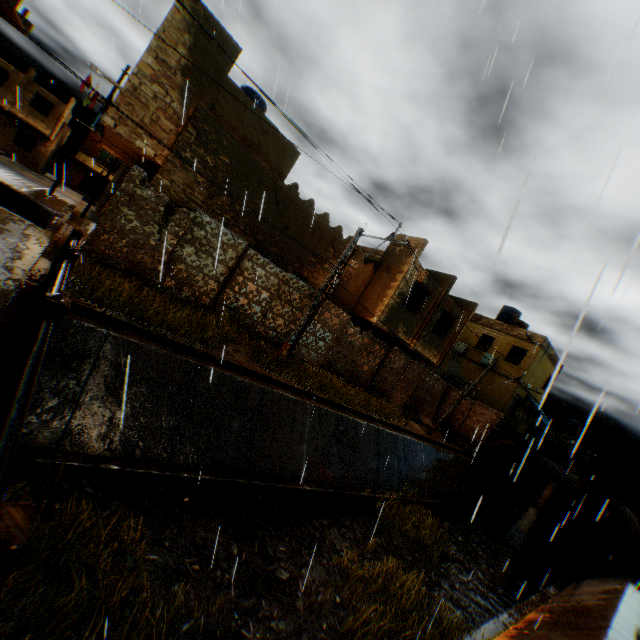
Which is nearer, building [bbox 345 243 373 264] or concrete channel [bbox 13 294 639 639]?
concrete channel [bbox 13 294 639 639]

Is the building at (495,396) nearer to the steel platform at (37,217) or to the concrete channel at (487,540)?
the concrete channel at (487,540)

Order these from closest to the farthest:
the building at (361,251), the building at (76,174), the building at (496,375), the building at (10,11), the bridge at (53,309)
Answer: the bridge at (53,309)
the building at (361,251)
the building at (10,11)
the building at (496,375)
the building at (76,174)

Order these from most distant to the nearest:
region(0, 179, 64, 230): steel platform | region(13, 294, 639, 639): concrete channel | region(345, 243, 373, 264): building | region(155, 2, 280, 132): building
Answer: region(345, 243, 373, 264): building
region(155, 2, 280, 132): building
region(13, 294, 639, 639): concrete channel
region(0, 179, 64, 230): steel platform

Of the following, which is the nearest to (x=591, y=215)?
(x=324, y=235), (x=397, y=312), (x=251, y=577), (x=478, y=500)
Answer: (x=251, y=577)

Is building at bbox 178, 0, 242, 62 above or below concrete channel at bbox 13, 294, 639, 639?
above

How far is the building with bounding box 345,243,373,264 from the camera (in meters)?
16.36
